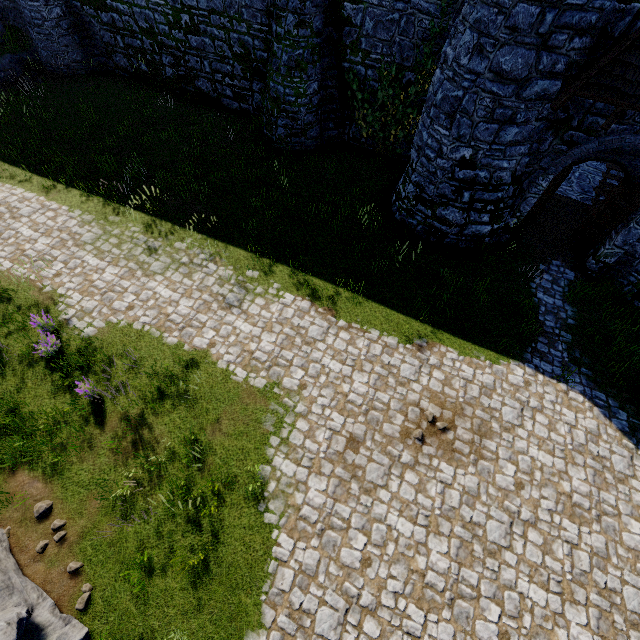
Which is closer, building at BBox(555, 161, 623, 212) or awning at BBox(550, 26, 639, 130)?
awning at BBox(550, 26, 639, 130)

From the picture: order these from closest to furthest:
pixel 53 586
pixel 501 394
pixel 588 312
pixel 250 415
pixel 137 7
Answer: pixel 53 586 → pixel 250 415 → pixel 501 394 → pixel 588 312 → pixel 137 7

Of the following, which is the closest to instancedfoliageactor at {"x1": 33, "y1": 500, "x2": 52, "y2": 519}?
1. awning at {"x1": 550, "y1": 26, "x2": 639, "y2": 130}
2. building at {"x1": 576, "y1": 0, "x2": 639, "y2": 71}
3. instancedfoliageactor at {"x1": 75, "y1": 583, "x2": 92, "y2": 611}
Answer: instancedfoliageactor at {"x1": 75, "y1": 583, "x2": 92, "y2": 611}

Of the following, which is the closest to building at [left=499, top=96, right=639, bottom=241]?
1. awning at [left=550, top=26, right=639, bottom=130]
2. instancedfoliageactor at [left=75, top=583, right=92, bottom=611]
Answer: awning at [left=550, top=26, right=639, bottom=130]

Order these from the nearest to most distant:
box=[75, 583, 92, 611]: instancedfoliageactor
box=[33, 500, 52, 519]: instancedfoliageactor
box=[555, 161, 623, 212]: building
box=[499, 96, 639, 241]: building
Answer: box=[75, 583, 92, 611]: instancedfoliageactor → box=[33, 500, 52, 519]: instancedfoliageactor → box=[499, 96, 639, 241]: building → box=[555, 161, 623, 212]: building

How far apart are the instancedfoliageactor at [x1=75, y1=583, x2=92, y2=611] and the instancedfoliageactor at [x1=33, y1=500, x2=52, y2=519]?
1.6m

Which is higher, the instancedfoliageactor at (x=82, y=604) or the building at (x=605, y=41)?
the building at (x=605, y=41)

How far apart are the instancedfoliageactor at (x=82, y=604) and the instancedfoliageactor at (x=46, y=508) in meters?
1.6
